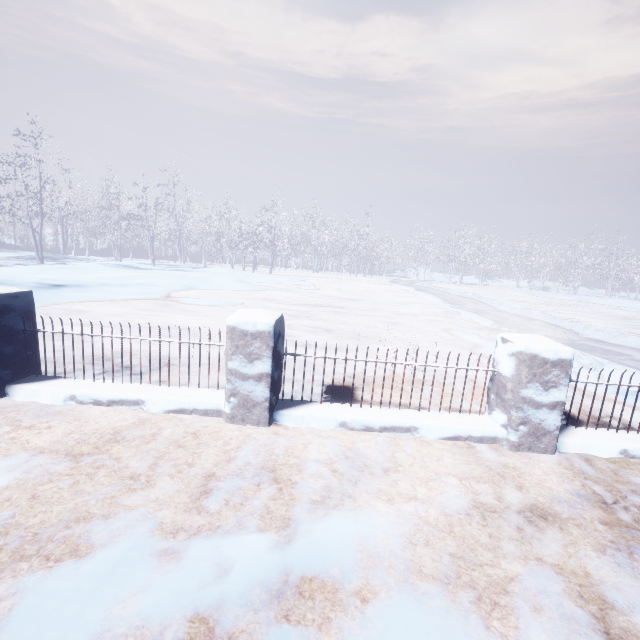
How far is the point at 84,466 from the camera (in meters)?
2.05
